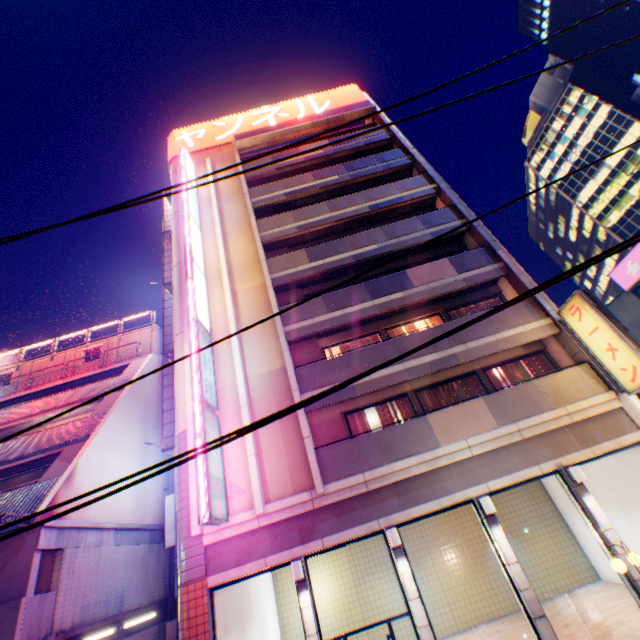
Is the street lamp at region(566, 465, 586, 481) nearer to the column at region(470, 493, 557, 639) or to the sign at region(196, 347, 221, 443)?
the column at region(470, 493, 557, 639)

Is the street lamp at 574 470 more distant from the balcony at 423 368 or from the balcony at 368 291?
the balcony at 368 291

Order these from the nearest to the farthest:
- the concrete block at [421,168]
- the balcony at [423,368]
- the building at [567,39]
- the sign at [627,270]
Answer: the balcony at [423,368], the concrete block at [421,168], the sign at [627,270], the building at [567,39]

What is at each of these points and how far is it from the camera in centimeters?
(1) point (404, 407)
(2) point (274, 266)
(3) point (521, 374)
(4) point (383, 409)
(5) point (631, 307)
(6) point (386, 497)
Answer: (1) curtain, 1282cm
(2) balcony, 1566cm
(3) curtain, 1302cm
(4) curtain, 1295cm
(5) building, 1945cm
(6) balcony, 994cm

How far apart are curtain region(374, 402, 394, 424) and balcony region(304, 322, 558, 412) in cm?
155

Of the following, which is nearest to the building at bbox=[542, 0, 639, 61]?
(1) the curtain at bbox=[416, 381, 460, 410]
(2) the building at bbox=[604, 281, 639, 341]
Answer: (2) the building at bbox=[604, 281, 639, 341]

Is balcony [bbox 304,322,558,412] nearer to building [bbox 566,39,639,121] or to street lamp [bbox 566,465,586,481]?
street lamp [bbox 566,465,586,481]

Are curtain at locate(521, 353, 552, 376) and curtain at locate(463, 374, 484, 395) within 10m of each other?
yes
